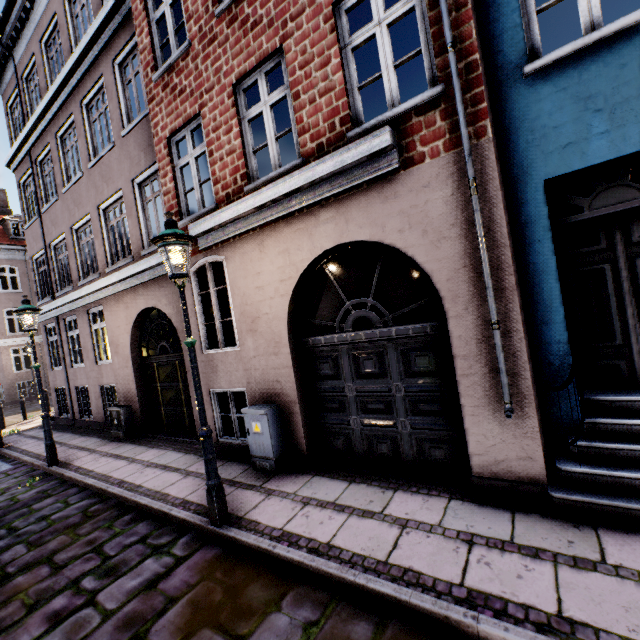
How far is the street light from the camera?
3.9 meters

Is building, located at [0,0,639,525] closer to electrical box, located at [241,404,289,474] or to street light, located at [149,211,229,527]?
electrical box, located at [241,404,289,474]

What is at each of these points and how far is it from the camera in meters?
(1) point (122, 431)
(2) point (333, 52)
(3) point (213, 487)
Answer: (1) electrical box, 8.8
(2) building, 4.3
(3) street light, 4.0

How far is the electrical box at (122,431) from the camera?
8.80m

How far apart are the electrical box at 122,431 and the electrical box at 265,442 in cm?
535

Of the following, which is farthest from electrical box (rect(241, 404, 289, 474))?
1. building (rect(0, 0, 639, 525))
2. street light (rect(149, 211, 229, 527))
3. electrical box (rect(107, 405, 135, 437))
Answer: electrical box (rect(107, 405, 135, 437))

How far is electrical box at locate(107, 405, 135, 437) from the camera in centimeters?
880cm

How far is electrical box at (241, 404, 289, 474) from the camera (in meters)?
5.16
